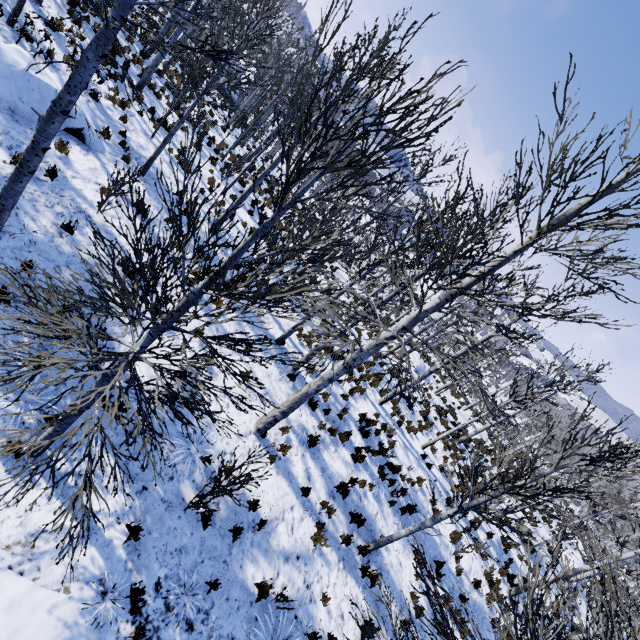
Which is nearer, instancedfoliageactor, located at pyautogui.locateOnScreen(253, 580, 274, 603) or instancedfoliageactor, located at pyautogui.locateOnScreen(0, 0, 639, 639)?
instancedfoliageactor, located at pyautogui.locateOnScreen(0, 0, 639, 639)

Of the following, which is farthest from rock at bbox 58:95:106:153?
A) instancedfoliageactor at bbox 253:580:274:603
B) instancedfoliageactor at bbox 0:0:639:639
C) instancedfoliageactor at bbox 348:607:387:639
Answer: instancedfoliageactor at bbox 348:607:387:639

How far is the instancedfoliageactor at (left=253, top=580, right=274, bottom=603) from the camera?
6.2 meters

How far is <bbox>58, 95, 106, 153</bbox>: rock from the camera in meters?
8.9 m

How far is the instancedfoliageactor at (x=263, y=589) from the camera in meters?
6.2

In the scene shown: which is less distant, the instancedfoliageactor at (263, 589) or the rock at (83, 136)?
the instancedfoliageactor at (263, 589)

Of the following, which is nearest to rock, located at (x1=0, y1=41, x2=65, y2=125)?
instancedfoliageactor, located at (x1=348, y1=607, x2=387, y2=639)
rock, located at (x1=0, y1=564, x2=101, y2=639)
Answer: rock, located at (x1=0, y1=564, x2=101, y2=639)

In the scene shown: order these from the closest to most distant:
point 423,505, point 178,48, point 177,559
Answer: point 177,559
point 423,505
point 178,48
